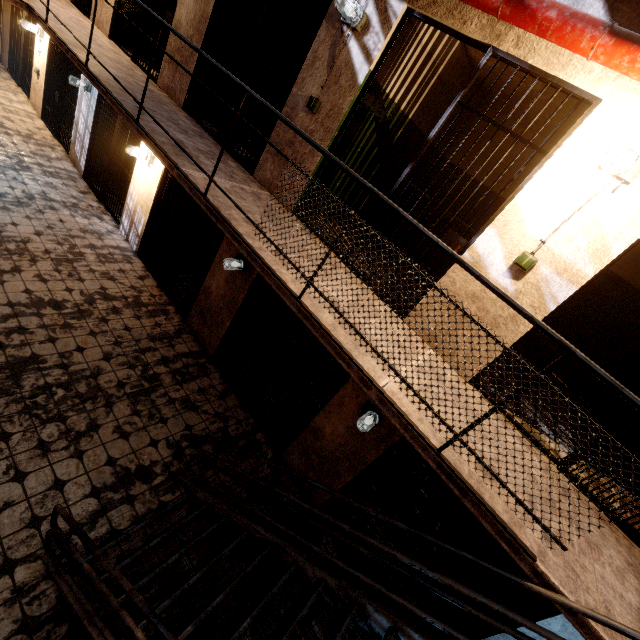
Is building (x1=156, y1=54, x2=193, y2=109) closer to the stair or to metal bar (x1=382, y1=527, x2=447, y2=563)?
metal bar (x1=382, y1=527, x2=447, y2=563)

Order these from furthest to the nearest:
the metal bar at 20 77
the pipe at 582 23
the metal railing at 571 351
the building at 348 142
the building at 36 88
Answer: the metal bar at 20 77
the building at 36 88
the building at 348 142
the pipe at 582 23
the metal railing at 571 351

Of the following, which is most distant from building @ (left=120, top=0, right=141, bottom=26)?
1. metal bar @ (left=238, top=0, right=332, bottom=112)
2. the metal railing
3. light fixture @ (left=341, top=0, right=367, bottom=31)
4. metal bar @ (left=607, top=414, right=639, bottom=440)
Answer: metal bar @ (left=607, top=414, right=639, bottom=440)

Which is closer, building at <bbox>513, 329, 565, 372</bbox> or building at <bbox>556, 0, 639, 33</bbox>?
building at <bbox>556, 0, 639, 33</bbox>

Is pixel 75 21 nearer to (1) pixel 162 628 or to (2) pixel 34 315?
(2) pixel 34 315

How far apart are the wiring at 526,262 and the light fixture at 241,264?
3.5 meters

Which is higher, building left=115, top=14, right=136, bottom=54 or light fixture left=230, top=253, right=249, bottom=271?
building left=115, top=14, right=136, bottom=54

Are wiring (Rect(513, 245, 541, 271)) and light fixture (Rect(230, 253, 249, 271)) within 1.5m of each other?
no
